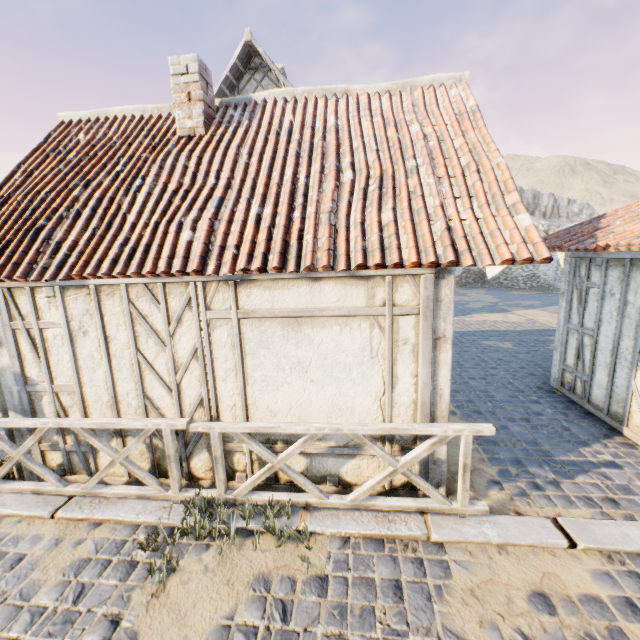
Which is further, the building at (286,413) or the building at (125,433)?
the building at (125,433)

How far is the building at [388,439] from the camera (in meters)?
3.90

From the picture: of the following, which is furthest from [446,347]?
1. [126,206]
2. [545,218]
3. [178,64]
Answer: [545,218]

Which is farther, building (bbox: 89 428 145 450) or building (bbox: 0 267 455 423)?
building (bbox: 89 428 145 450)

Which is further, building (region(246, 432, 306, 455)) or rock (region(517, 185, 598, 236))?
rock (region(517, 185, 598, 236))

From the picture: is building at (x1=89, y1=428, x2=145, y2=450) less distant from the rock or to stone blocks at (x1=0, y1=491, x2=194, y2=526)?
stone blocks at (x1=0, y1=491, x2=194, y2=526)

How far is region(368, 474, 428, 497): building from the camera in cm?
403
